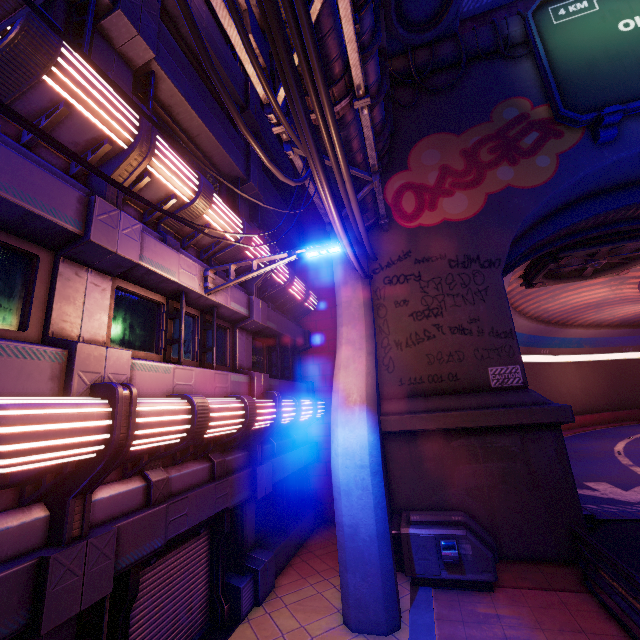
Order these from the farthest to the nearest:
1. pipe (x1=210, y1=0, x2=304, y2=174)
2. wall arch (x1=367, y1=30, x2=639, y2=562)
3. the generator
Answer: wall arch (x1=367, y1=30, x2=639, y2=562) → the generator → pipe (x1=210, y1=0, x2=304, y2=174)

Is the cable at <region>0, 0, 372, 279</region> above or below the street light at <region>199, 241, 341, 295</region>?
above

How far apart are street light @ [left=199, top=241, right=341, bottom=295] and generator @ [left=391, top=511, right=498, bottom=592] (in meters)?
7.00

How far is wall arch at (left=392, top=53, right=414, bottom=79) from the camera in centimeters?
1354cm

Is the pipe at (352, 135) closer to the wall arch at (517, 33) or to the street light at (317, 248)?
the wall arch at (517, 33)

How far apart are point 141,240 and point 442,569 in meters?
9.8

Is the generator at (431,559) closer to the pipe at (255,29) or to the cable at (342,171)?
the cable at (342,171)

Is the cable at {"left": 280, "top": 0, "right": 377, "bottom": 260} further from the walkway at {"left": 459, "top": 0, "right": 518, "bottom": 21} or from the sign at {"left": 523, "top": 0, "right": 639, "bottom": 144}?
the walkway at {"left": 459, "top": 0, "right": 518, "bottom": 21}
